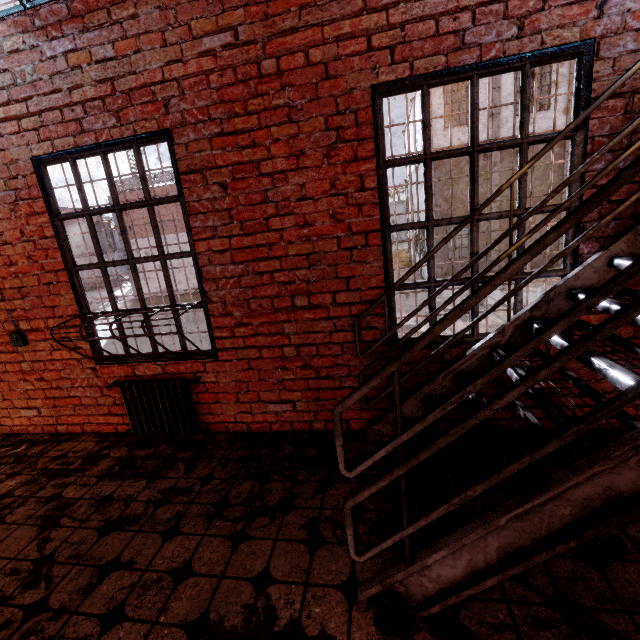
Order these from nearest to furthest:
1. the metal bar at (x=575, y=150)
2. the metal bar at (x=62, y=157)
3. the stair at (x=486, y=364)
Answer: the stair at (x=486, y=364) < the metal bar at (x=575, y=150) < the metal bar at (x=62, y=157)

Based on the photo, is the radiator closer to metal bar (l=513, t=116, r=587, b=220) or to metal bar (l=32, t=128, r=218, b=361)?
A: metal bar (l=32, t=128, r=218, b=361)

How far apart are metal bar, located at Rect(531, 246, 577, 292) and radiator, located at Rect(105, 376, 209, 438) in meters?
1.8

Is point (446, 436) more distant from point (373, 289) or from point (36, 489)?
point (36, 489)

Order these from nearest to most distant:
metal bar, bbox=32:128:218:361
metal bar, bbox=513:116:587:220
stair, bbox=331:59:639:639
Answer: stair, bbox=331:59:639:639
metal bar, bbox=513:116:587:220
metal bar, bbox=32:128:218:361

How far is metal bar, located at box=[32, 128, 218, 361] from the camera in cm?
273

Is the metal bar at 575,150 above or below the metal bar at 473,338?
above

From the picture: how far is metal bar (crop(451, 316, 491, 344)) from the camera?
2.6m
